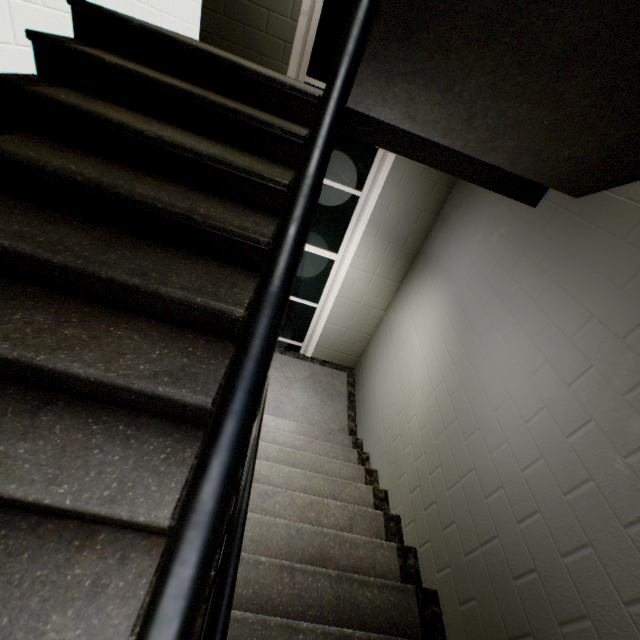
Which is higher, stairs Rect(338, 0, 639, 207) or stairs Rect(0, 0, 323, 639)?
stairs Rect(338, 0, 639, 207)

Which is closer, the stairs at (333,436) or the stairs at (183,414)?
the stairs at (183,414)

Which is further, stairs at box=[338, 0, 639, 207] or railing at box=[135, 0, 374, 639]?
stairs at box=[338, 0, 639, 207]

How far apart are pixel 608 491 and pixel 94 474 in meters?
1.9

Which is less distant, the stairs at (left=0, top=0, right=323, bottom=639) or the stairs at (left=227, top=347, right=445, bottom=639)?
the stairs at (left=0, top=0, right=323, bottom=639)
